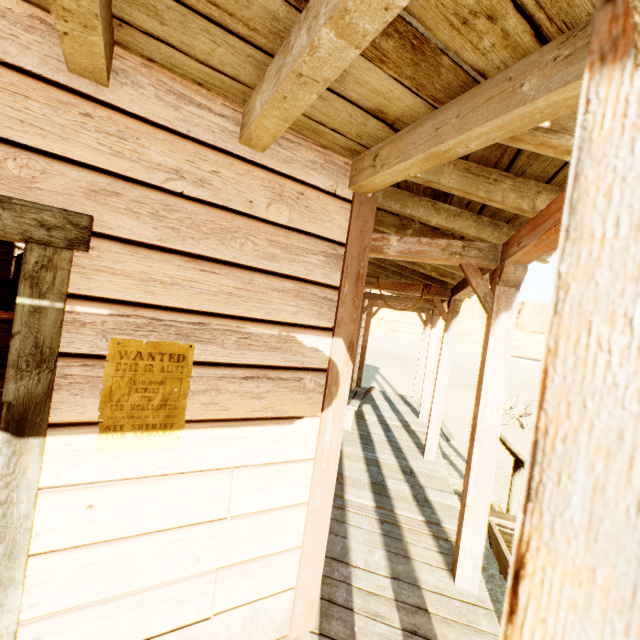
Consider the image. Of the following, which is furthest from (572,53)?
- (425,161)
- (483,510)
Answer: (483,510)

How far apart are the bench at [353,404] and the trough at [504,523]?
2.6m

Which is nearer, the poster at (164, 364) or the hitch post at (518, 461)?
the poster at (164, 364)

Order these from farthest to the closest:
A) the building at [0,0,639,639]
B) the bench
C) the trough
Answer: the bench, the trough, the building at [0,0,639,639]

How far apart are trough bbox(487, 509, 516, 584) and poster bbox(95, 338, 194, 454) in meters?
2.9 m

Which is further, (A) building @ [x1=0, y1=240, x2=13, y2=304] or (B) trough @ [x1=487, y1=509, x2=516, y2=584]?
(A) building @ [x1=0, y1=240, x2=13, y2=304]

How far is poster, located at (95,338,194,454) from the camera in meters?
1.4

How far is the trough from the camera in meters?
3.1
